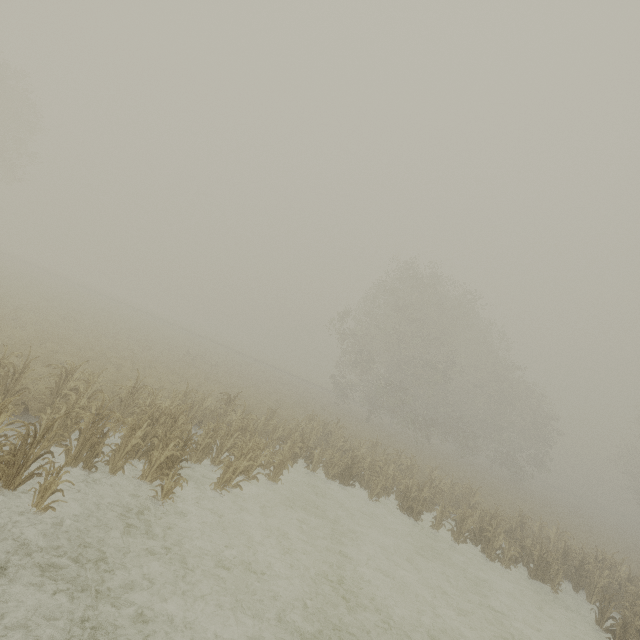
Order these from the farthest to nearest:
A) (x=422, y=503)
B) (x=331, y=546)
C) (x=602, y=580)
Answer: (x=422, y=503), (x=602, y=580), (x=331, y=546)
